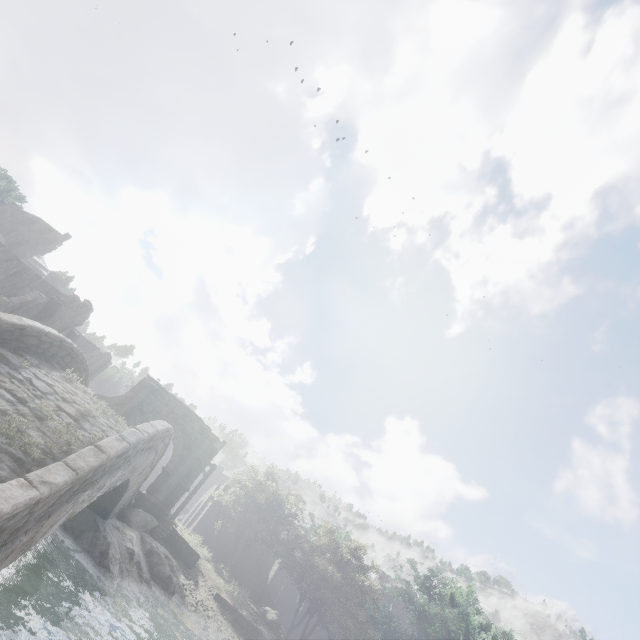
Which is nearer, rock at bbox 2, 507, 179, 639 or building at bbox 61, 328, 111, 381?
rock at bbox 2, 507, 179, 639

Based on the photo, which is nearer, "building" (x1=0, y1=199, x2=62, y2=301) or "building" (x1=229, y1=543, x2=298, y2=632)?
"building" (x1=0, y1=199, x2=62, y2=301)

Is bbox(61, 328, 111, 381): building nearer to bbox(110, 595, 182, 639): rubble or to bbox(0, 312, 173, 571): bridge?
bbox(0, 312, 173, 571): bridge

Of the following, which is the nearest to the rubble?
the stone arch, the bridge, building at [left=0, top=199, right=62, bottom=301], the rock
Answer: the rock

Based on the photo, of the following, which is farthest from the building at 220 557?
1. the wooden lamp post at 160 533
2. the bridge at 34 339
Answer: the wooden lamp post at 160 533

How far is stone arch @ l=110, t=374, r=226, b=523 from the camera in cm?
2000

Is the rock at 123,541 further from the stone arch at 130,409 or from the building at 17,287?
the building at 17,287

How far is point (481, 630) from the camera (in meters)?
25.17
